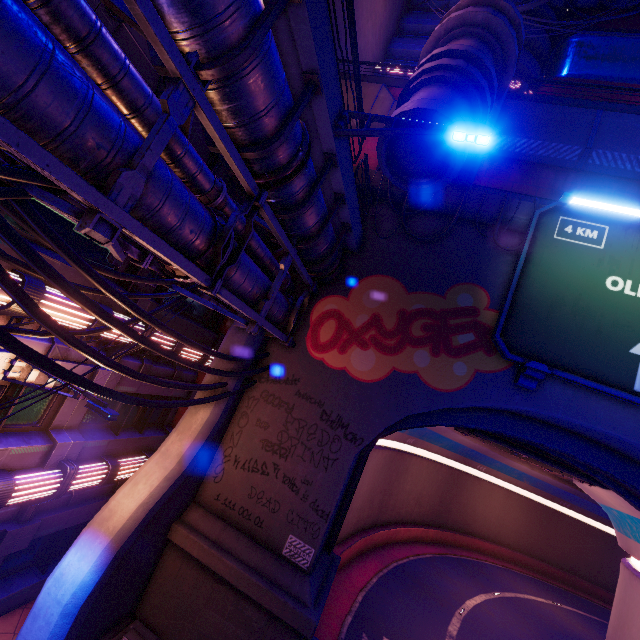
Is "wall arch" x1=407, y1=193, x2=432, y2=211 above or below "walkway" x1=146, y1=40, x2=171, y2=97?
above

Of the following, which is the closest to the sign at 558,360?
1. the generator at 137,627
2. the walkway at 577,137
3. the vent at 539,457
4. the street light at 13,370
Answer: the walkway at 577,137

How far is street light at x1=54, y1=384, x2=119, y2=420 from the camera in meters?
6.5 m

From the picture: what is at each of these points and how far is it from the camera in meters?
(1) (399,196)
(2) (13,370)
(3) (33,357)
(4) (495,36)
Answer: (1) wall arch, 12.6
(2) street light, 7.4
(3) cable, 4.6
(4) building, 10.6

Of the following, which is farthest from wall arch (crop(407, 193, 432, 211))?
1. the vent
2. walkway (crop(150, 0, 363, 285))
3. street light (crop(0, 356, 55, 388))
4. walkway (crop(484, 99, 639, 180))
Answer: street light (crop(0, 356, 55, 388))

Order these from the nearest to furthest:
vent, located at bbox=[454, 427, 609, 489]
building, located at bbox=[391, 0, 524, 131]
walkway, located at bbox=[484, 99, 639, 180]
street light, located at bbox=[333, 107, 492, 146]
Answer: street light, located at bbox=[333, 107, 492, 146] → building, located at bbox=[391, 0, 524, 131] → walkway, located at bbox=[484, 99, 639, 180] → vent, located at bbox=[454, 427, 609, 489]

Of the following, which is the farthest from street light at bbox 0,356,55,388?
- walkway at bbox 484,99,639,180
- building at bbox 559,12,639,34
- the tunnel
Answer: building at bbox 559,12,639,34

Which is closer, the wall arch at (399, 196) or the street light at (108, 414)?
the street light at (108, 414)
